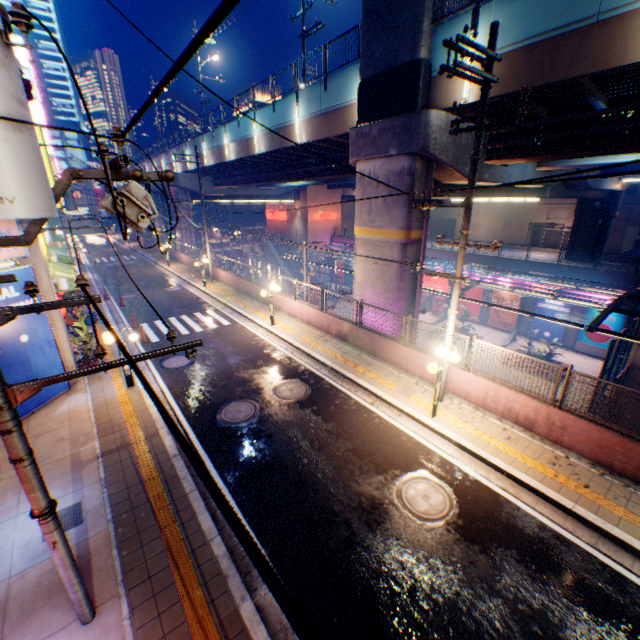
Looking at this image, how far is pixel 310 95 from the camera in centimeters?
1666cm

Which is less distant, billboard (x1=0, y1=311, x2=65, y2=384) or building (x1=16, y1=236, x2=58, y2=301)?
billboard (x1=0, y1=311, x2=65, y2=384)

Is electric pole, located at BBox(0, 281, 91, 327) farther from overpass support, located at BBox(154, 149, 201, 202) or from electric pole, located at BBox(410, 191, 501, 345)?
overpass support, located at BBox(154, 149, 201, 202)

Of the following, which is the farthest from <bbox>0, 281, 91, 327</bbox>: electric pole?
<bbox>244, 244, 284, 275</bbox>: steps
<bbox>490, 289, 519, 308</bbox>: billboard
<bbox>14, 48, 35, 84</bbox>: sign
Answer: <bbox>14, 48, 35, 84</bbox>: sign

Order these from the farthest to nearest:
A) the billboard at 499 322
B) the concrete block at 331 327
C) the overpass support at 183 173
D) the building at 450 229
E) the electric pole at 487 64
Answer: the building at 450 229 < the overpass support at 183 173 < the billboard at 499 322 < the concrete block at 331 327 < the electric pole at 487 64

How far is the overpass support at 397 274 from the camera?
13.95m

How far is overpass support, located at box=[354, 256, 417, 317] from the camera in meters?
13.9 m

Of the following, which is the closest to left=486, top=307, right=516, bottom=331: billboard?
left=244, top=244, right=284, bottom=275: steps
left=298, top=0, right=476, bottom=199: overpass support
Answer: left=298, top=0, right=476, bottom=199: overpass support
